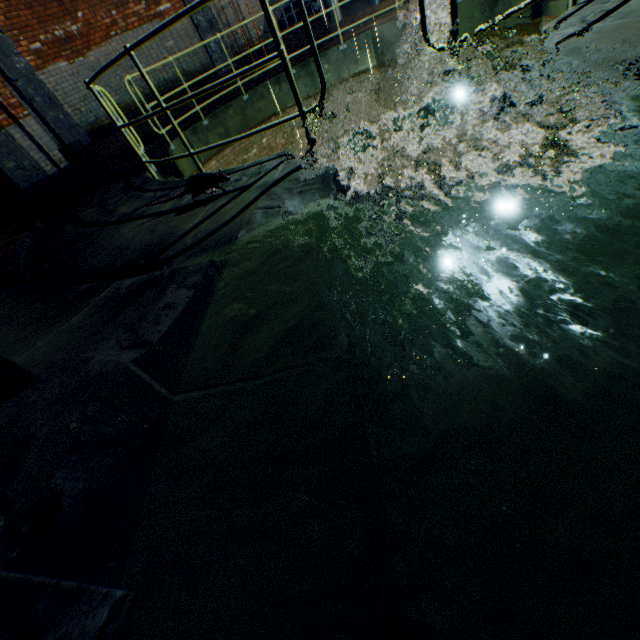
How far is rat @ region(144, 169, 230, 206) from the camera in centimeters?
291cm

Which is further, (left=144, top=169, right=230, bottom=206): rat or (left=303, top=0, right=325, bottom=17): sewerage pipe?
(left=303, top=0, right=325, bottom=17): sewerage pipe

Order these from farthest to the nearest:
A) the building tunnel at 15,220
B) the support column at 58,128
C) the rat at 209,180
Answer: the building tunnel at 15,220 → the support column at 58,128 → the rat at 209,180

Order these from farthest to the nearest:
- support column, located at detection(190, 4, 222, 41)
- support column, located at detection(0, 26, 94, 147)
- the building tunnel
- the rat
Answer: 1. support column, located at detection(190, 4, 222, 41)
2. the building tunnel
3. support column, located at detection(0, 26, 94, 147)
4. the rat

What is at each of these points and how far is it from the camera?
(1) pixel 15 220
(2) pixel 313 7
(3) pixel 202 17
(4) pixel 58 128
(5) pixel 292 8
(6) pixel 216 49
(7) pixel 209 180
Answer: (1) building tunnel, 7.9 meters
(2) sewerage pipe, 10.1 meters
(3) support column, 9.6 meters
(4) support column, 7.9 meters
(5) sewerage pipe, 10.1 meters
(6) support column, 10.1 meters
(7) rat, 2.9 meters

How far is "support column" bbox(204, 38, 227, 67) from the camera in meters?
10.0

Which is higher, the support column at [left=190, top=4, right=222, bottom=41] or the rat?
the support column at [left=190, top=4, right=222, bottom=41]

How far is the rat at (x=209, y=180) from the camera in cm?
291
